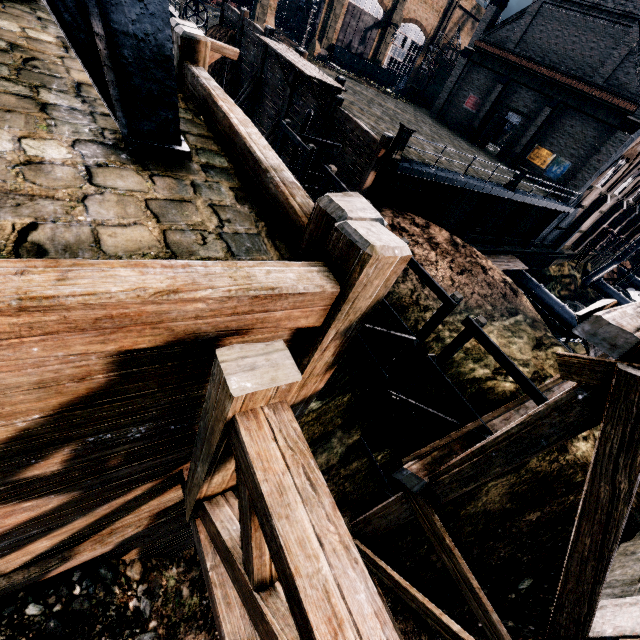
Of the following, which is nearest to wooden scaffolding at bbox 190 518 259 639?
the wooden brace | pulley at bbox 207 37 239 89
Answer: pulley at bbox 207 37 239 89

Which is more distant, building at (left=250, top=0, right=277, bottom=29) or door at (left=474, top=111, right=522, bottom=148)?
building at (left=250, top=0, right=277, bottom=29)

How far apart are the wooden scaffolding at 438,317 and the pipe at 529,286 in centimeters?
3006cm

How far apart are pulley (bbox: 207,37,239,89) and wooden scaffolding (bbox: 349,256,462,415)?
6.4m

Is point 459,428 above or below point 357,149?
below

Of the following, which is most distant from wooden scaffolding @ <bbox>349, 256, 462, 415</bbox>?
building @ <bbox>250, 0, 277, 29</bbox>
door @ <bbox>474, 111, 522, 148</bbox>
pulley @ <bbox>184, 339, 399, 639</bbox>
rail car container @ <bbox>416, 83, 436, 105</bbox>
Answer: rail car container @ <bbox>416, 83, 436, 105</bbox>

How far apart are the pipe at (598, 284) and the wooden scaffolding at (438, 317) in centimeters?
5049cm

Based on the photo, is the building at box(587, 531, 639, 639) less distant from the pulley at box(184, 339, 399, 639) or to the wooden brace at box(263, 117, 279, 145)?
the pulley at box(184, 339, 399, 639)
